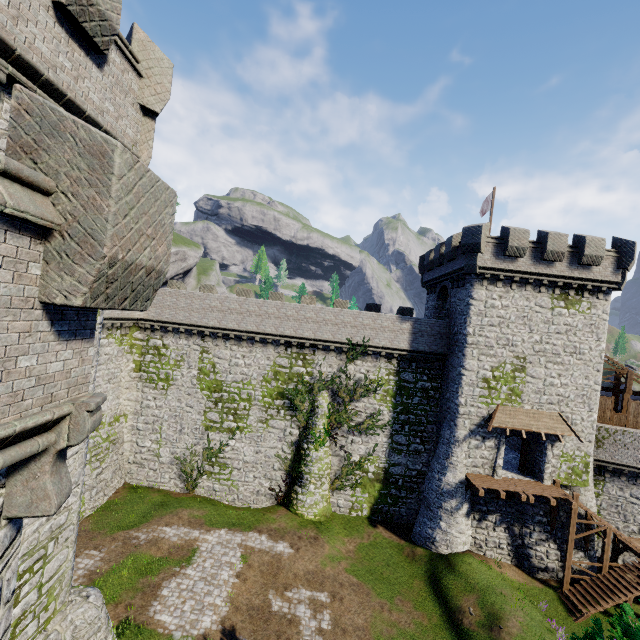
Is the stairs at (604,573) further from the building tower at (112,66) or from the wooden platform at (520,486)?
the building tower at (112,66)

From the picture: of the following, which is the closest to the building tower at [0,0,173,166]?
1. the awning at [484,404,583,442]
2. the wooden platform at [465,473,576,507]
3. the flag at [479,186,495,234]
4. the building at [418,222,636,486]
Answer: the building at [418,222,636,486]

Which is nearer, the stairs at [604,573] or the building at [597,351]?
the stairs at [604,573]

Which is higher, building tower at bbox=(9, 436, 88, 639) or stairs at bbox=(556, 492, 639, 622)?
building tower at bbox=(9, 436, 88, 639)

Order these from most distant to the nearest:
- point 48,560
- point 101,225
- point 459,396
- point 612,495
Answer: point 612,495, point 459,396, point 48,560, point 101,225

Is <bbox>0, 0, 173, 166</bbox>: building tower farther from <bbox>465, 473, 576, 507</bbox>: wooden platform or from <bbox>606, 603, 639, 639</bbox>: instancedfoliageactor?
<bbox>465, 473, 576, 507</bbox>: wooden platform

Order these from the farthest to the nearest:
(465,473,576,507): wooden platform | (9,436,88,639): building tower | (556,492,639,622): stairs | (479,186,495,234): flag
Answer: (479,186,495,234): flag
(465,473,576,507): wooden platform
(556,492,639,622): stairs
(9,436,88,639): building tower

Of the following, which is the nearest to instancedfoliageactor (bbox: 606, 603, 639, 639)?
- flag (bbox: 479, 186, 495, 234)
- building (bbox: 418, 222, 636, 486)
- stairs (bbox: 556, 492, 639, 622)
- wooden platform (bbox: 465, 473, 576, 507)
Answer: wooden platform (bbox: 465, 473, 576, 507)
